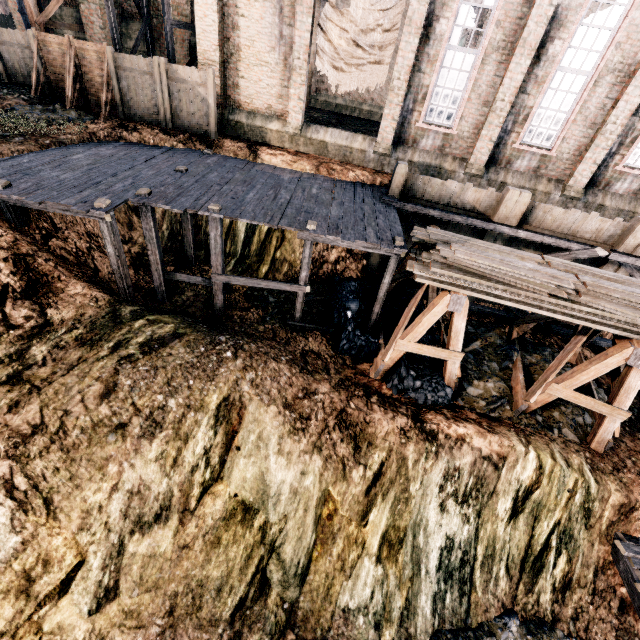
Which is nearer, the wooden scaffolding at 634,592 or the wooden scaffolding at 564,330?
the wooden scaffolding at 634,592

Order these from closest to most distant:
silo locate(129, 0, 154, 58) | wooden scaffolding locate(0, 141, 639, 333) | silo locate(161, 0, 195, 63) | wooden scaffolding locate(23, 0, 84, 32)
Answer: wooden scaffolding locate(0, 141, 639, 333) < silo locate(161, 0, 195, 63) < wooden scaffolding locate(23, 0, 84, 32) < silo locate(129, 0, 154, 58)

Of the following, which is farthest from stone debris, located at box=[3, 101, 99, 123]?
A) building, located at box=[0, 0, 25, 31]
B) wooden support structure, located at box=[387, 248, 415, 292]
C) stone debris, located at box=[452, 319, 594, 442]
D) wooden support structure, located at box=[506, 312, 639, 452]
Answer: wooden support structure, located at box=[506, 312, 639, 452]

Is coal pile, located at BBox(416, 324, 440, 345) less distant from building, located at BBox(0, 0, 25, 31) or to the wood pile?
the wood pile

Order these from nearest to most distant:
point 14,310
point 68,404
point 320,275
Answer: point 68,404 < point 14,310 < point 320,275

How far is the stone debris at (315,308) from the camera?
13.25m

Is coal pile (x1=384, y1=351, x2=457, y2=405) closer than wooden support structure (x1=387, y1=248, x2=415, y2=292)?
Yes

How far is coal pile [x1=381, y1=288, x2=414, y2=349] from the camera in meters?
13.1 m
